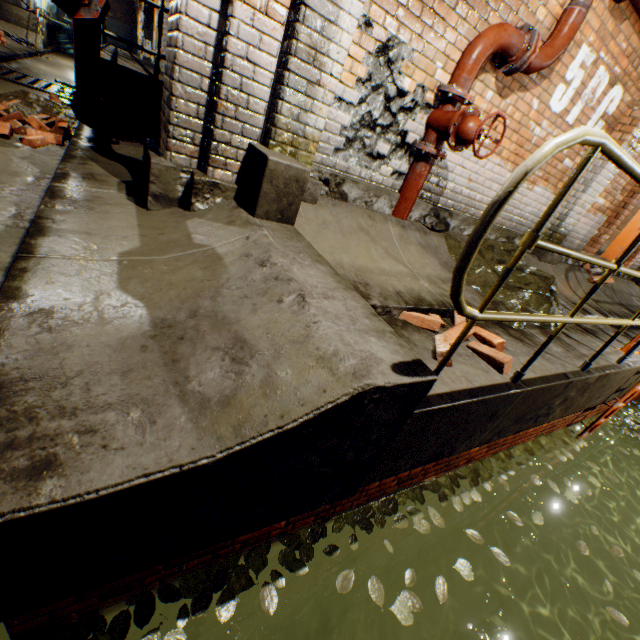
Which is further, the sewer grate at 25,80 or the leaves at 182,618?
the sewer grate at 25,80

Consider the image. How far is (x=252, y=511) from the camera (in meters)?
1.44

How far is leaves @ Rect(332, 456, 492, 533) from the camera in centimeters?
232cm

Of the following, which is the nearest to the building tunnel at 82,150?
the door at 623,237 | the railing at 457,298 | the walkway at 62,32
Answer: the walkway at 62,32

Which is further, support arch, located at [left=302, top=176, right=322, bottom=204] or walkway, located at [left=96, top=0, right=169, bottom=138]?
walkway, located at [left=96, top=0, right=169, bottom=138]

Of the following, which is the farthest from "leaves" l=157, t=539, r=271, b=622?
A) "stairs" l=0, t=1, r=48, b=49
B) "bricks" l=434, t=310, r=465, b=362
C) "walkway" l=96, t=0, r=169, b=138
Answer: "stairs" l=0, t=1, r=48, b=49

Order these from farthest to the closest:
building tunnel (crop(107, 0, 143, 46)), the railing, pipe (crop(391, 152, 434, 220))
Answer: building tunnel (crop(107, 0, 143, 46)), pipe (crop(391, 152, 434, 220)), the railing
